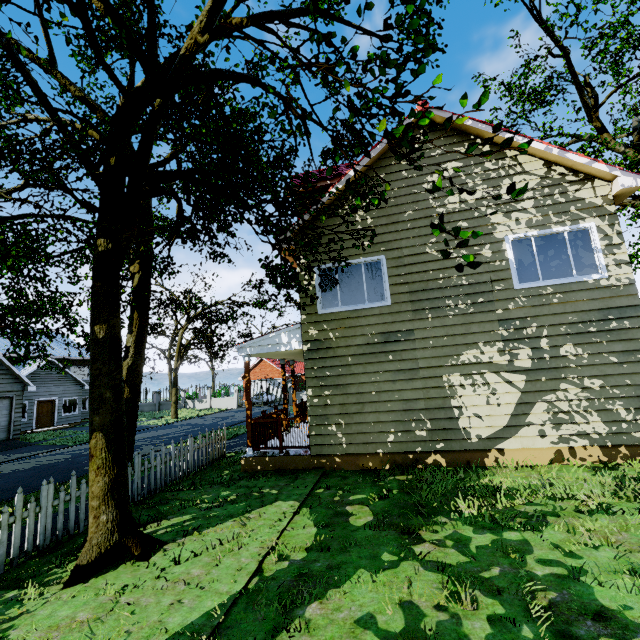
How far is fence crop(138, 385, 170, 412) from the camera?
37.0m

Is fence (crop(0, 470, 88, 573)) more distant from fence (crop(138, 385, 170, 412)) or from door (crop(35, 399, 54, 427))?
fence (crop(138, 385, 170, 412))

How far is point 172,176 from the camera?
5.3m

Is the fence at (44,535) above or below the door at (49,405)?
below

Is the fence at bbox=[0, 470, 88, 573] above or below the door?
below

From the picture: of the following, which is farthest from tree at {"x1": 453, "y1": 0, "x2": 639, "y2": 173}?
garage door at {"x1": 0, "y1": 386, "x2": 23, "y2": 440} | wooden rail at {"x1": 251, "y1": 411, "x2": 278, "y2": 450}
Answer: wooden rail at {"x1": 251, "y1": 411, "x2": 278, "y2": 450}

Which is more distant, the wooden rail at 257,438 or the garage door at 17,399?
the garage door at 17,399

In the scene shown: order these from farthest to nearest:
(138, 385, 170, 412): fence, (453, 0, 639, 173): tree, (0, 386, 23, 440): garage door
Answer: (138, 385, 170, 412): fence
(0, 386, 23, 440): garage door
(453, 0, 639, 173): tree
